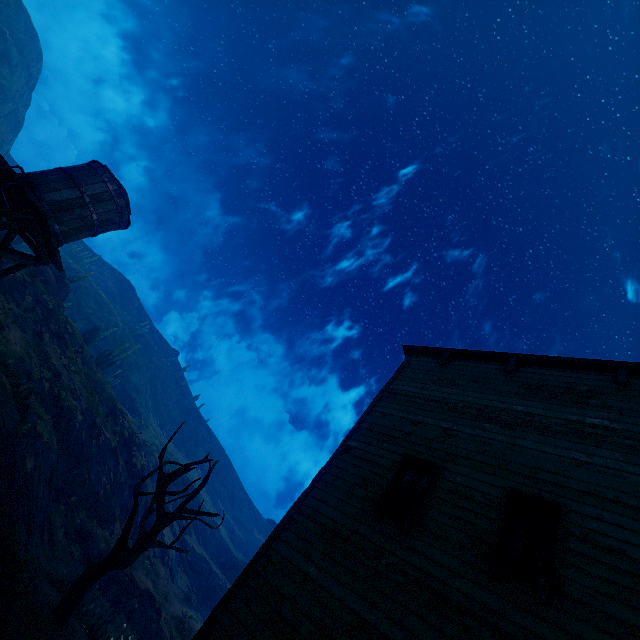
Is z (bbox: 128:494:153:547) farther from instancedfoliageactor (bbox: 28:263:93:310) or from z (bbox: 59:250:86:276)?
instancedfoliageactor (bbox: 28:263:93:310)

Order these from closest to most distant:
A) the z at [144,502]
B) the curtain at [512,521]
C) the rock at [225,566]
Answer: the curtain at [512,521] < the z at [144,502] < the rock at [225,566]

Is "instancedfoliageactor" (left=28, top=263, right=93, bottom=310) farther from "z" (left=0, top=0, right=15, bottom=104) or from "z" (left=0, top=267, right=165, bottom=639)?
"z" (left=0, top=267, right=165, bottom=639)

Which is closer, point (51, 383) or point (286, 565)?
point (286, 565)

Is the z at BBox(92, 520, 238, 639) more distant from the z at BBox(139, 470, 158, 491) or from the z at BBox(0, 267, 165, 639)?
the z at BBox(139, 470, 158, 491)

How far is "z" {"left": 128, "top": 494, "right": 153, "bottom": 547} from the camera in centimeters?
2387cm

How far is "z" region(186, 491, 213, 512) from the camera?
47.97m

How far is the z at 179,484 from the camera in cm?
4458
